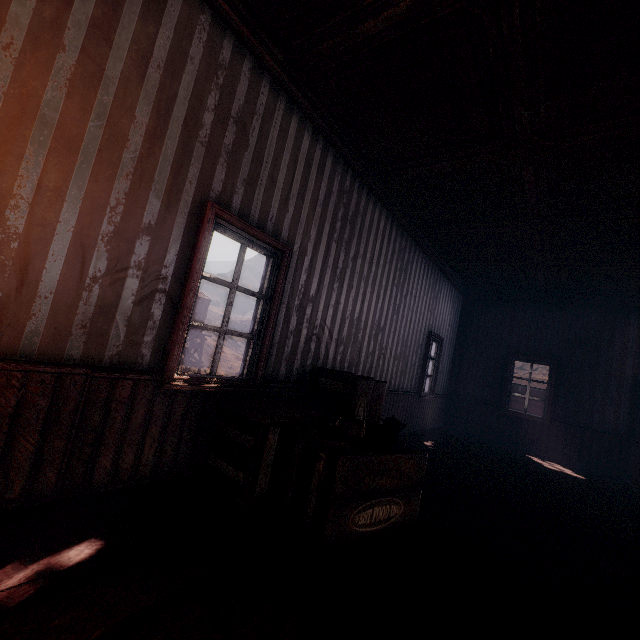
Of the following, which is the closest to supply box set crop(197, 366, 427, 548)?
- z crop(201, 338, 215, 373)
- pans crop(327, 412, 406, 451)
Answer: pans crop(327, 412, 406, 451)

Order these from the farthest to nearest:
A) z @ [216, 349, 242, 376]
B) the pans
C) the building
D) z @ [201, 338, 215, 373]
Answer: z @ [216, 349, 242, 376] < z @ [201, 338, 215, 373] < the pans < the building

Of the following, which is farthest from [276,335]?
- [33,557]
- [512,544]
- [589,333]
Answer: [589,333]

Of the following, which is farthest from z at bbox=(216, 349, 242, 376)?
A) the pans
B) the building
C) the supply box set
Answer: the pans

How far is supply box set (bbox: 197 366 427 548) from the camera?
2.2m

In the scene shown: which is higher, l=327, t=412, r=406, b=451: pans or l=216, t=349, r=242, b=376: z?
l=327, t=412, r=406, b=451: pans

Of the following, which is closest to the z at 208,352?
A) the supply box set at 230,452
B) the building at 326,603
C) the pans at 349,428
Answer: the building at 326,603
